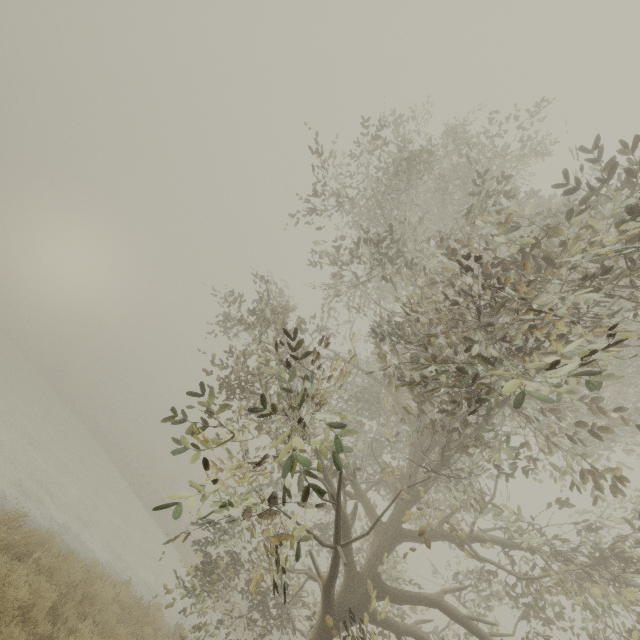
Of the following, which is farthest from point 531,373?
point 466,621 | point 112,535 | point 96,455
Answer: point 96,455

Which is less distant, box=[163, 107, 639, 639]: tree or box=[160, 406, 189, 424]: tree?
box=[163, 107, 639, 639]: tree

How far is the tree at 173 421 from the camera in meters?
3.7 m

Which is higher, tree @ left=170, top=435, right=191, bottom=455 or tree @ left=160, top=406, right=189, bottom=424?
tree @ left=160, top=406, right=189, bottom=424

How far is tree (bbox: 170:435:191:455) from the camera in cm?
363

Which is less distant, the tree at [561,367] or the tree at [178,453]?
the tree at [561,367]
